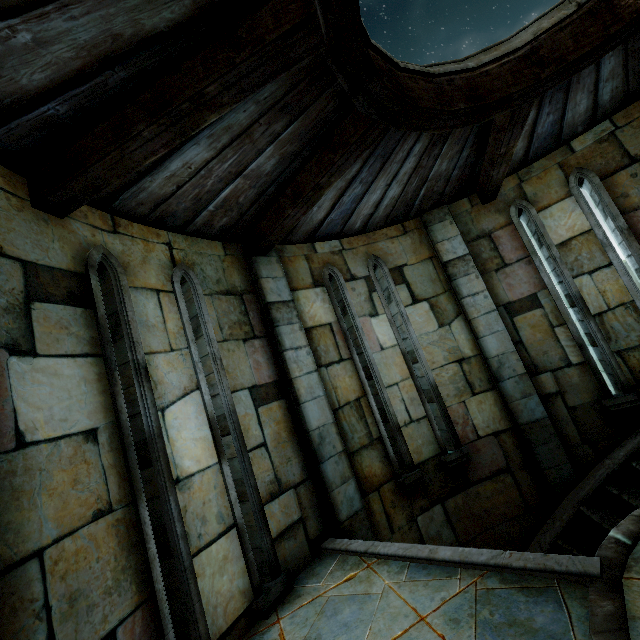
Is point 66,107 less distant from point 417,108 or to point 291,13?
point 291,13
